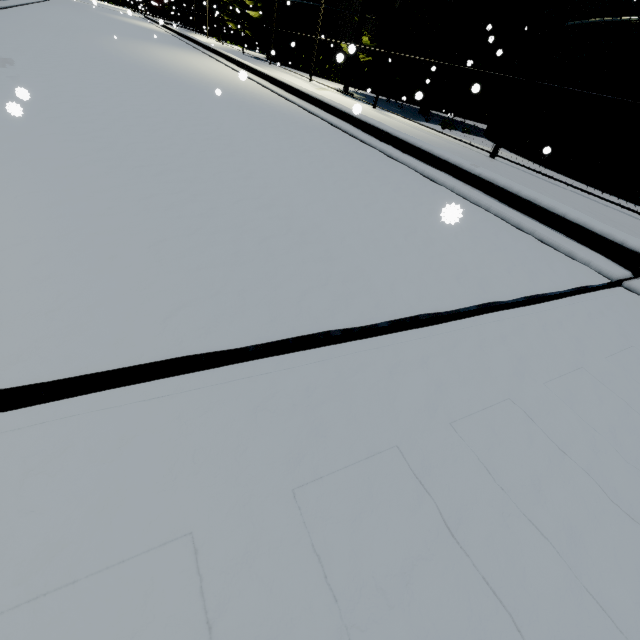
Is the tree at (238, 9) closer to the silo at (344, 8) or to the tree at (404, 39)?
the silo at (344, 8)

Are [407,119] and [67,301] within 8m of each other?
no

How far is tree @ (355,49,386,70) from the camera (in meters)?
12.28

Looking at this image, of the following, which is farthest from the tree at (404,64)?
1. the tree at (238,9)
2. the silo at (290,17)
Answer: the tree at (238,9)

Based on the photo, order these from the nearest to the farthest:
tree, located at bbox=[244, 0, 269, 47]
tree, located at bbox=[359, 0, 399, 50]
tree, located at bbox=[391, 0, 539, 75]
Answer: tree, located at bbox=[391, 0, 539, 75] < tree, located at bbox=[359, 0, 399, 50] < tree, located at bbox=[244, 0, 269, 47]

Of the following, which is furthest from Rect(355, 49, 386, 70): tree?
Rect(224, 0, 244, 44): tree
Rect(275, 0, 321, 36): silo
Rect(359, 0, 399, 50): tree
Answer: Rect(224, 0, 244, 44): tree

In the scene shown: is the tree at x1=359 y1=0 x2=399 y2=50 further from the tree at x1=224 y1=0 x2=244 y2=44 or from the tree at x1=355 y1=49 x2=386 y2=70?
the tree at x1=224 y1=0 x2=244 y2=44

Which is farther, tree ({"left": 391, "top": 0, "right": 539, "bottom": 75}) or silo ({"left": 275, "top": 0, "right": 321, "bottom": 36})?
silo ({"left": 275, "top": 0, "right": 321, "bottom": 36})
